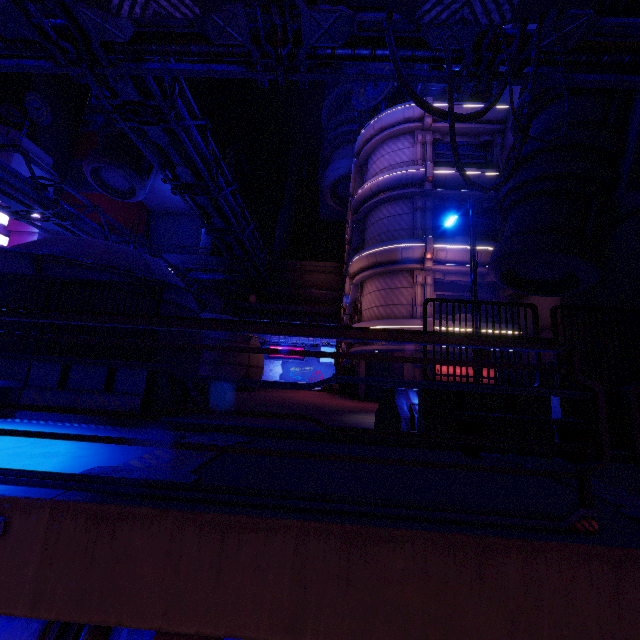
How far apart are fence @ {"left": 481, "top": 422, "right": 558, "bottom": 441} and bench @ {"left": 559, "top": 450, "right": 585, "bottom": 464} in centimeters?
70cm

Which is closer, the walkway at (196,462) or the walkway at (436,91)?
the walkway at (196,462)

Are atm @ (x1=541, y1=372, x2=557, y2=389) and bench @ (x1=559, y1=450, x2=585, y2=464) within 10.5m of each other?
yes

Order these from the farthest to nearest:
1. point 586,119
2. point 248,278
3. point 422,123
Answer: point 248,278
point 422,123
point 586,119

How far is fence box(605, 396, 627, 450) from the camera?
6.1 meters

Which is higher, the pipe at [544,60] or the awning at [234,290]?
the awning at [234,290]

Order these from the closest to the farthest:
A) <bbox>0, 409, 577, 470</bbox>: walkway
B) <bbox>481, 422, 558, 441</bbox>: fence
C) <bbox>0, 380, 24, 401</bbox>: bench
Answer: <bbox>0, 409, 577, 470</bbox>: walkway, <bbox>0, 380, 24, 401</bbox>: bench, <bbox>481, 422, 558, 441</bbox>: fence

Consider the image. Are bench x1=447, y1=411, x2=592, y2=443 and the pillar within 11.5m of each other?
no
